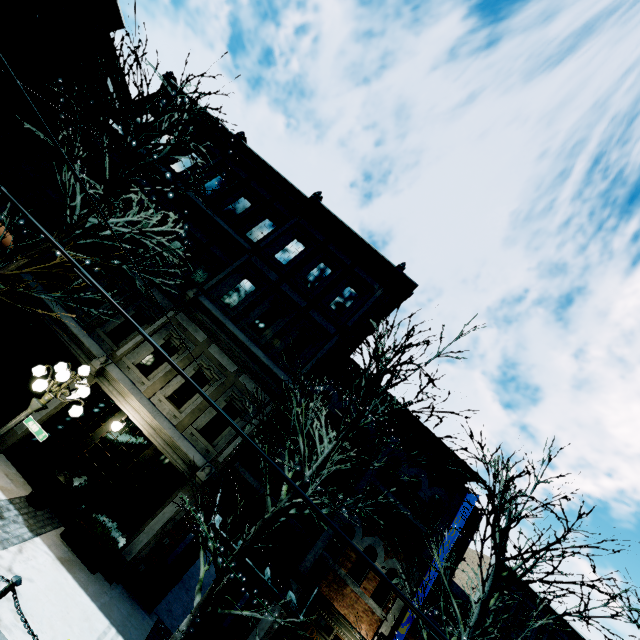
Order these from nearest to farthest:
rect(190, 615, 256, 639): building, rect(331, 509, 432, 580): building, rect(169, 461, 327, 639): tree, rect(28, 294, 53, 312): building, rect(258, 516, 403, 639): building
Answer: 1. rect(169, 461, 327, 639): tree
2. rect(190, 615, 256, 639): building
3. rect(258, 516, 403, 639): building
4. rect(331, 509, 432, 580): building
5. rect(28, 294, 53, 312): building

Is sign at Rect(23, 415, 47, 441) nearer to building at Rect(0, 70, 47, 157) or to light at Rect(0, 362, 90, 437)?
light at Rect(0, 362, 90, 437)

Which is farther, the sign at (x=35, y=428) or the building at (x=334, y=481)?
the building at (x=334, y=481)

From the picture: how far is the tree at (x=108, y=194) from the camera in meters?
7.1 m

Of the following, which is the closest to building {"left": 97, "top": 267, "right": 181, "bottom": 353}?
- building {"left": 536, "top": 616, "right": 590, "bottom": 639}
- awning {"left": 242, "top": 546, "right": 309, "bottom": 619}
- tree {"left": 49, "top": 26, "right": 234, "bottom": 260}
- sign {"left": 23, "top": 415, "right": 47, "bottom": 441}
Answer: awning {"left": 242, "top": 546, "right": 309, "bottom": 619}

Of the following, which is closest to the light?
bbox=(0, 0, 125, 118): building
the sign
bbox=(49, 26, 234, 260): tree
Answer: the sign

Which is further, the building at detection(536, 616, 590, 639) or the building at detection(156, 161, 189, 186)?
the building at detection(536, 616, 590, 639)

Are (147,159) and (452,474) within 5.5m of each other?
no
